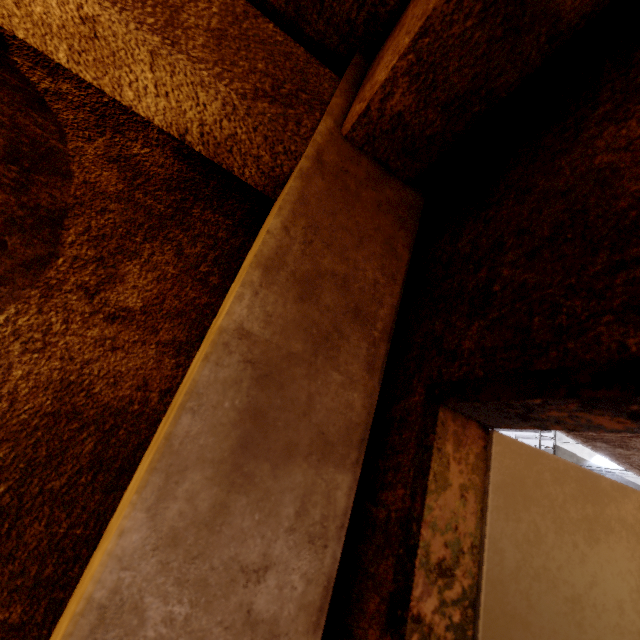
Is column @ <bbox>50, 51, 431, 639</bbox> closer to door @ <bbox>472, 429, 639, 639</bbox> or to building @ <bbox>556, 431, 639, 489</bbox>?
door @ <bbox>472, 429, 639, 639</bbox>

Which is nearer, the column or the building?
the column

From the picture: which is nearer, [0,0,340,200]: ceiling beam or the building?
[0,0,340,200]: ceiling beam

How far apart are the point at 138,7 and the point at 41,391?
0.8 meters

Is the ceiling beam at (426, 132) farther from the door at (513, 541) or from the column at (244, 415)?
the door at (513, 541)

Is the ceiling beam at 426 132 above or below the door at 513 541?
above

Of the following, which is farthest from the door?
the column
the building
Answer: the building

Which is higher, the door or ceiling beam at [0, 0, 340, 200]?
ceiling beam at [0, 0, 340, 200]
